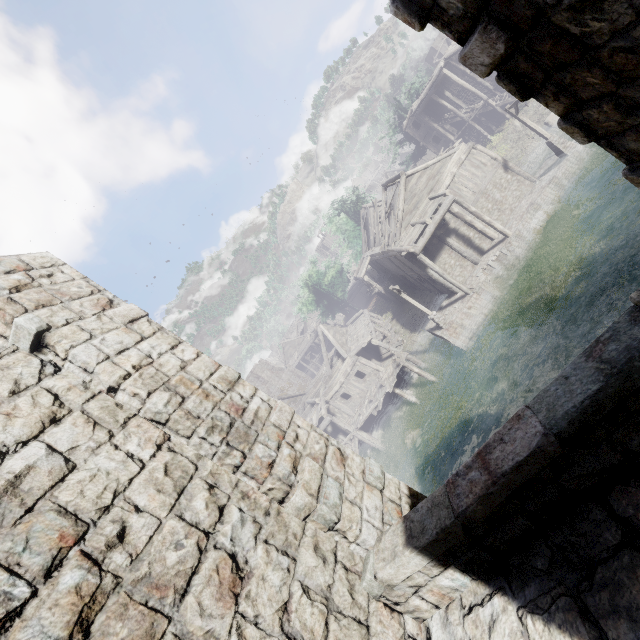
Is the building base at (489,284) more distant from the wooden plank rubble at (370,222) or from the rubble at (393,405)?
the wooden plank rubble at (370,222)

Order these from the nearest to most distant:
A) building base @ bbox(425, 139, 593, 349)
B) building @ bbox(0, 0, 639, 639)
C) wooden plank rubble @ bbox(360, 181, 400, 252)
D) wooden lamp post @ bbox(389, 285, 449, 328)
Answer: building @ bbox(0, 0, 639, 639)
building base @ bbox(425, 139, 593, 349)
wooden lamp post @ bbox(389, 285, 449, 328)
wooden plank rubble @ bbox(360, 181, 400, 252)

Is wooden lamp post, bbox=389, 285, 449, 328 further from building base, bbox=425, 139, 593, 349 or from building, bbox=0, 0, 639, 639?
building, bbox=0, 0, 639, 639

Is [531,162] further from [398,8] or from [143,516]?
[143,516]

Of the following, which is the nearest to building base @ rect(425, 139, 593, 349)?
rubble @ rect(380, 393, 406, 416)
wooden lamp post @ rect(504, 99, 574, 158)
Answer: wooden lamp post @ rect(504, 99, 574, 158)

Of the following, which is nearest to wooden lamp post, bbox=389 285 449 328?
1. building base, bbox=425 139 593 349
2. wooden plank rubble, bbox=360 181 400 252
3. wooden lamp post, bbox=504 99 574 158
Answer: building base, bbox=425 139 593 349

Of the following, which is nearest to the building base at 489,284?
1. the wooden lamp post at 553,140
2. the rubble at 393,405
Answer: the wooden lamp post at 553,140

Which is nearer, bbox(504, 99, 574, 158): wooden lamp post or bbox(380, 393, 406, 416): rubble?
bbox(504, 99, 574, 158): wooden lamp post
